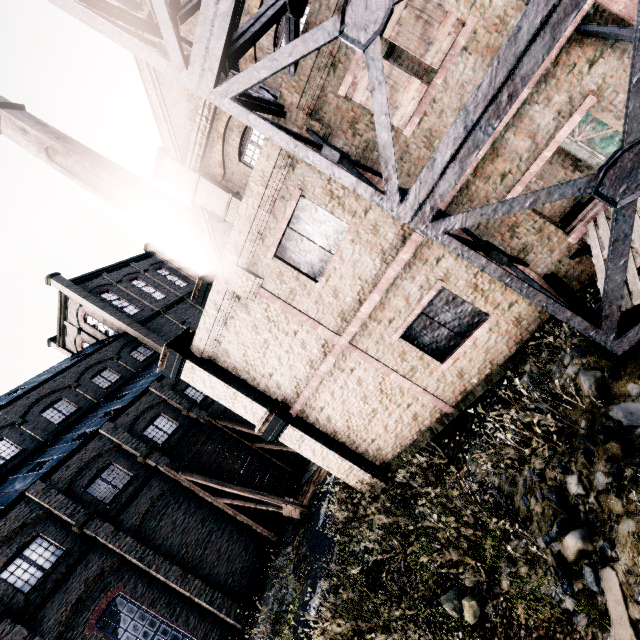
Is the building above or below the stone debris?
above

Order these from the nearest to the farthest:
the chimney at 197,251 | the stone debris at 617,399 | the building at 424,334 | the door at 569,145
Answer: the stone debris at 617,399
the building at 424,334
the door at 569,145
the chimney at 197,251

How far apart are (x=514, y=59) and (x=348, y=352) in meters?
7.9 m

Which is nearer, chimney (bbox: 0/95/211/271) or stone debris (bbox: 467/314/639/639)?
stone debris (bbox: 467/314/639/639)

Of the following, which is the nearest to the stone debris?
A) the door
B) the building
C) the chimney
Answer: the building

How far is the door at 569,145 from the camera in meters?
9.6

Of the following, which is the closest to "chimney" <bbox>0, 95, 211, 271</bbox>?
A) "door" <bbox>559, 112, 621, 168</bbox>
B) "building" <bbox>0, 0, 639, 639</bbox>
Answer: "building" <bbox>0, 0, 639, 639</bbox>

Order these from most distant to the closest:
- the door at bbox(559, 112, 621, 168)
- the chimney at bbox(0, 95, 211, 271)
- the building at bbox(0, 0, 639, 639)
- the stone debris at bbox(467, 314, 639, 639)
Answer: the chimney at bbox(0, 95, 211, 271)
the door at bbox(559, 112, 621, 168)
the building at bbox(0, 0, 639, 639)
the stone debris at bbox(467, 314, 639, 639)
